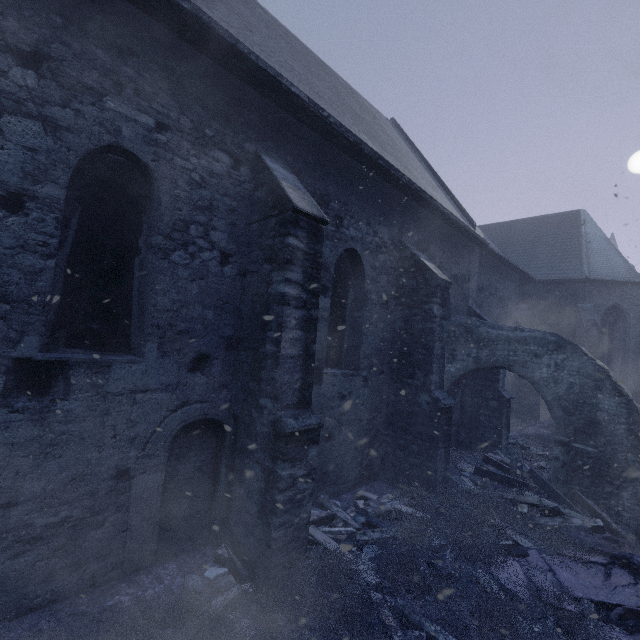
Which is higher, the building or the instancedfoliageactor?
the building

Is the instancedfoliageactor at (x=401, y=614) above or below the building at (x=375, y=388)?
below

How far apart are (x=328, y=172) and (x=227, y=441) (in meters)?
5.26
